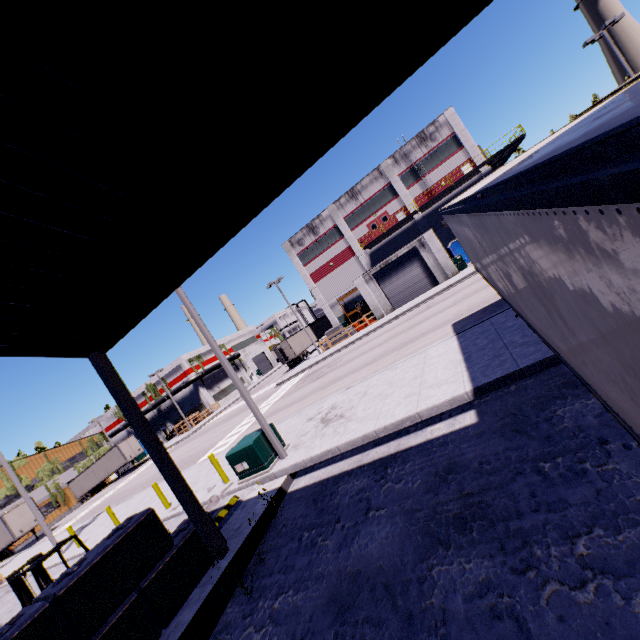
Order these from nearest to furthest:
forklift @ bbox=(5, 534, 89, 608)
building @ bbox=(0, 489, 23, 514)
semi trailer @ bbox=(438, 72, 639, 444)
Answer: semi trailer @ bbox=(438, 72, 639, 444) → forklift @ bbox=(5, 534, 89, 608) → building @ bbox=(0, 489, 23, 514)

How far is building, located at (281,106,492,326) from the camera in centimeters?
3303cm

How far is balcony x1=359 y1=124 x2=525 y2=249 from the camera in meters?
31.1 m

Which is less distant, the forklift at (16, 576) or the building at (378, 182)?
the forklift at (16, 576)

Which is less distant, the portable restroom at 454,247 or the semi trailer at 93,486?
the portable restroom at 454,247

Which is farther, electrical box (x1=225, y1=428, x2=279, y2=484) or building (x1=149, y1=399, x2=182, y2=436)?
building (x1=149, y1=399, x2=182, y2=436)

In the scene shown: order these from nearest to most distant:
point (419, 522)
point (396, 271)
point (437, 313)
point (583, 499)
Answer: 1. point (583, 499)
2. point (419, 522)
3. point (437, 313)
4. point (396, 271)

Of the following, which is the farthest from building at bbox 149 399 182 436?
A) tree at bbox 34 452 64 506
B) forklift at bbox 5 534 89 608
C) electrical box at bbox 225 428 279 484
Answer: electrical box at bbox 225 428 279 484
